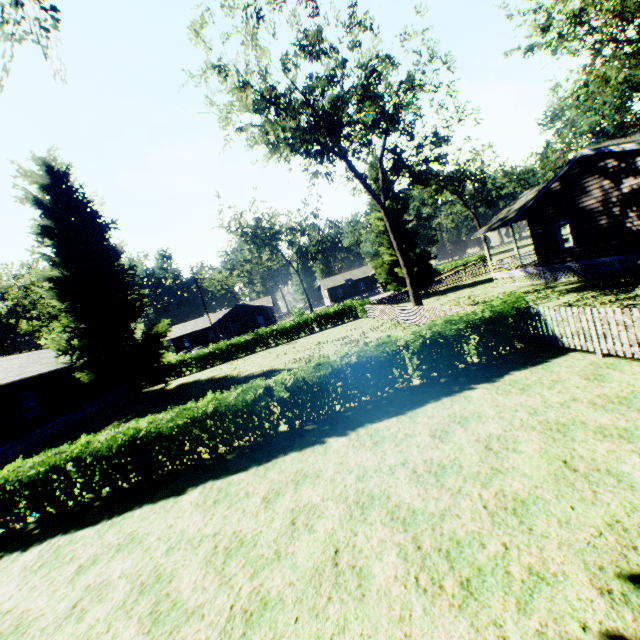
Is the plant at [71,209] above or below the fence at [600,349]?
above

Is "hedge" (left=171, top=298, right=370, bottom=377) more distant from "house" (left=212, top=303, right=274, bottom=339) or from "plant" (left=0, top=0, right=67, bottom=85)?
"house" (left=212, top=303, right=274, bottom=339)

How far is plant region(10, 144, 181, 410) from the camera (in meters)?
23.19

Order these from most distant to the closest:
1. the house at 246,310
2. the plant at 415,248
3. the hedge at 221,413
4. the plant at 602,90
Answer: the house at 246,310
the plant at 415,248
the plant at 602,90
the hedge at 221,413

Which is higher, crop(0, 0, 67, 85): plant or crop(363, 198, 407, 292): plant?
crop(0, 0, 67, 85): plant

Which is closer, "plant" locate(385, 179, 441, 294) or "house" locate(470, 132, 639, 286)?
"house" locate(470, 132, 639, 286)

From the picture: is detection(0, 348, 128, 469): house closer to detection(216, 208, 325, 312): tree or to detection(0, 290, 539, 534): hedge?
detection(0, 290, 539, 534): hedge

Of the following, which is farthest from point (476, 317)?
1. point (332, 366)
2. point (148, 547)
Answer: point (148, 547)
